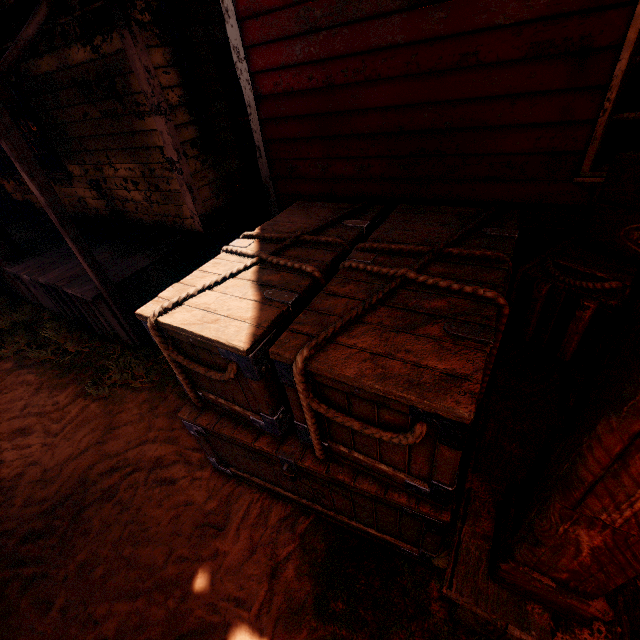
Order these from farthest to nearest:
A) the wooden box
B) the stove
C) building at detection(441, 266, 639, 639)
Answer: the stove, the wooden box, building at detection(441, 266, 639, 639)

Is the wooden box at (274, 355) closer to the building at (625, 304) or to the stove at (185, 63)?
the building at (625, 304)

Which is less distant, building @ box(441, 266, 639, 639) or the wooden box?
building @ box(441, 266, 639, 639)

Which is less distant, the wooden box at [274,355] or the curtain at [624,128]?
the wooden box at [274,355]

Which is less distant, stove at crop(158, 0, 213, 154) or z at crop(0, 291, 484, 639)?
z at crop(0, 291, 484, 639)

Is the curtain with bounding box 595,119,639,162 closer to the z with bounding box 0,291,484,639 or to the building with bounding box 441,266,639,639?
the building with bounding box 441,266,639,639

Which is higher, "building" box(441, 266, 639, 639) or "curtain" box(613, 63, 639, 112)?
"curtain" box(613, 63, 639, 112)

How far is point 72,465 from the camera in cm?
335
